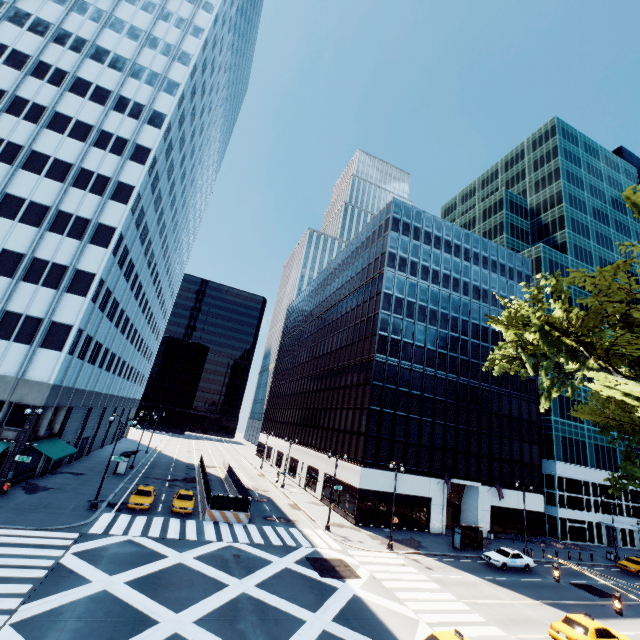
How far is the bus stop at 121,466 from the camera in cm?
3894

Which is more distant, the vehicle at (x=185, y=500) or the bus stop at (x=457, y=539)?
the bus stop at (x=457, y=539)

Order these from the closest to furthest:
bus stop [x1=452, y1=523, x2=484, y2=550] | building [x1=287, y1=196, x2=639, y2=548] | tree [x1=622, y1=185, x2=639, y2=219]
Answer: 1. tree [x1=622, y1=185, x2=639, y2=219]
2. bus stop [x1=452, y1=523, x2=484, y2=550]
3. building [x1=287, y1=196, x2=639, y2=548]

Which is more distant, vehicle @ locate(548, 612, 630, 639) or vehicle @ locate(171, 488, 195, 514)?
vehicle @ locate(171, 488, 195, 514)

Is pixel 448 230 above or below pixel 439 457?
above

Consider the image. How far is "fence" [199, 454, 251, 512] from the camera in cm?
2977

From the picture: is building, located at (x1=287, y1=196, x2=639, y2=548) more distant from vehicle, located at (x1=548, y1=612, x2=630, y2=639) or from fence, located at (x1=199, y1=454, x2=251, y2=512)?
vehicle, located at (x1=548, y1=612, x2=630, y2=639)

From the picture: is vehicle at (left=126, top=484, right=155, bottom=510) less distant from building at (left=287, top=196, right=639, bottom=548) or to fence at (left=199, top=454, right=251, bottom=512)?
fence at (left=199, top=454, right=251, bottom=512)
